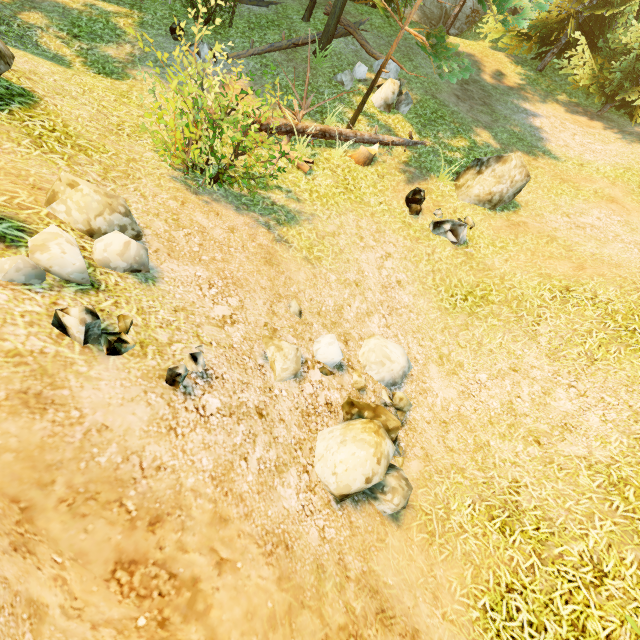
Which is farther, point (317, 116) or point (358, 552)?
point (317, 116)

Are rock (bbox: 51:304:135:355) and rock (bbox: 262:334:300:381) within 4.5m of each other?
yes

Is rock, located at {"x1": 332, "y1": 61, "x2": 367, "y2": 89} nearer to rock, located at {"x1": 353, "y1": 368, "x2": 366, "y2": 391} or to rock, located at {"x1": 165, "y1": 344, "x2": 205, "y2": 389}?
rock, located at {"x1": 353, "y1": 368, "x2": 366, "y2": 391}

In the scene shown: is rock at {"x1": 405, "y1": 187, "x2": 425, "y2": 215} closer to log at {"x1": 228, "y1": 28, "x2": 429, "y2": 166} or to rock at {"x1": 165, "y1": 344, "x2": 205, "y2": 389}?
log at {"x1": 228, "y1": 28, "x2": 429, "y2": 166}

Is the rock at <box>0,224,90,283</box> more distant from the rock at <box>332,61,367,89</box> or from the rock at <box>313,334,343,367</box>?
the rock at <box>332,61,367,89</box>

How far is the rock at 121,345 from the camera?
2.8m

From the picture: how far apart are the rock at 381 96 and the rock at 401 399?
9.0 meters

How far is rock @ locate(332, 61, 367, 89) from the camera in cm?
1134
